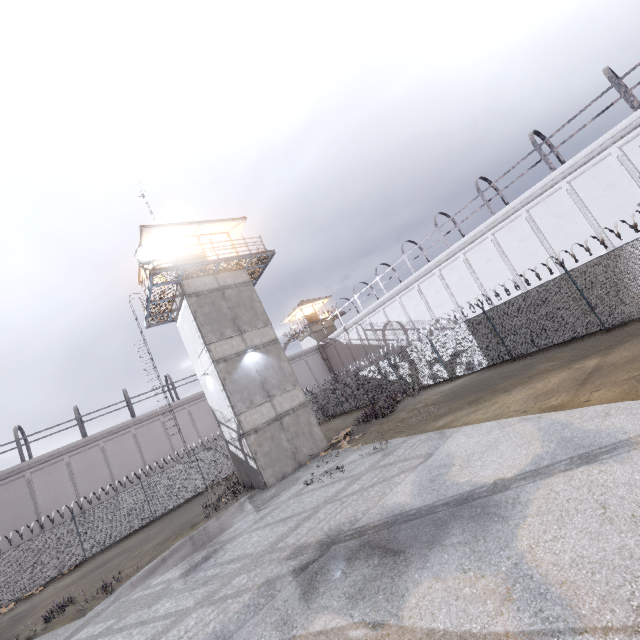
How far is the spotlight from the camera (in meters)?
15.35

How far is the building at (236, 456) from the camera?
16.3 meters

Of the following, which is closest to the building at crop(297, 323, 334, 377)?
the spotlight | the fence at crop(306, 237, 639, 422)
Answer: the fence at crop(306, 237, 639, 422)

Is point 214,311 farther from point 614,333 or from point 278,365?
point 614,333

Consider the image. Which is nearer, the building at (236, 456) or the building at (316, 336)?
the building at (236, 456)

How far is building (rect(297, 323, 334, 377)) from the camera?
42.37m

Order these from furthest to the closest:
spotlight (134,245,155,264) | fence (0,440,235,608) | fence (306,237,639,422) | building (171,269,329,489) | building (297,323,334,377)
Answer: building (297,323,334,377), fence (0,440,235,608), building (171,269,329,489), spotlight (134,245,155,264), fence (306,237,639,422)

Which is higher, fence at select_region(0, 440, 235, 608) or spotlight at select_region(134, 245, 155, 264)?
spotlight at select_region(134, 245, 155, 264)
